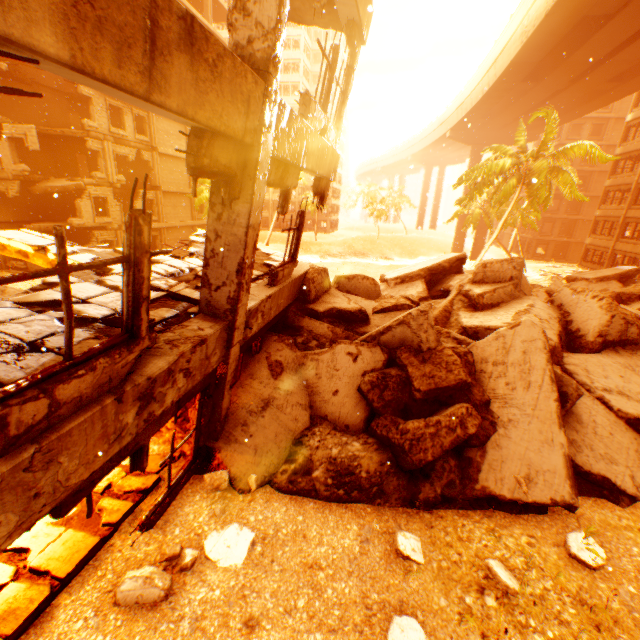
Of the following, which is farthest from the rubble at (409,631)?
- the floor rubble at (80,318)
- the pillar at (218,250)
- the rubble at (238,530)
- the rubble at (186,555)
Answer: the floor rubble at (80,318)

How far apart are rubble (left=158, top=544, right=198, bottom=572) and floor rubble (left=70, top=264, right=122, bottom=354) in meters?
2.6 m

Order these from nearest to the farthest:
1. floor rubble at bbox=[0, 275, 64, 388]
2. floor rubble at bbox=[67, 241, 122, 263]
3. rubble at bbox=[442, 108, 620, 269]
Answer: floor rubble at bbox=[0, 275, 64, 388] → floor rubble at bbox=[67, 241, 122, 263] → rubble at bbox=[442, 108, 620, 269]

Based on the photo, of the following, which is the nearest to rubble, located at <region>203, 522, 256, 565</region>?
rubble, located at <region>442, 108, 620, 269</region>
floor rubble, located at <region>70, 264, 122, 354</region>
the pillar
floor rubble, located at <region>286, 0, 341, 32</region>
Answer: the pillar

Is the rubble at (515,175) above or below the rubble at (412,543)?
above

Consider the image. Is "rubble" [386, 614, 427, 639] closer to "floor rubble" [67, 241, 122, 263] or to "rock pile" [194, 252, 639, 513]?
"rock pile" [194, 252, 639, 513]

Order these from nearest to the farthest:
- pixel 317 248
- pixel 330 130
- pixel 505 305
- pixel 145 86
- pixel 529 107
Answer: pixel 145 86
pixel 330 130
pixel 505 305
pixel 529 107
pixel 317 248

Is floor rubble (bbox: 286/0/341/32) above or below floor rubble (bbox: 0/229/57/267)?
above
